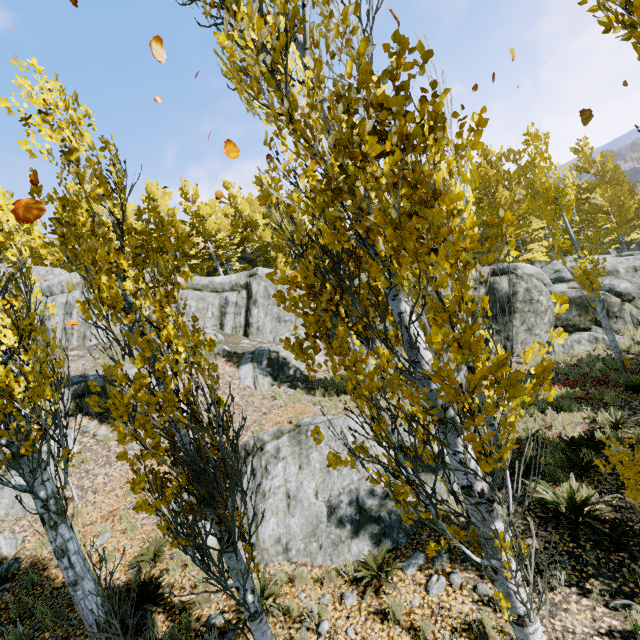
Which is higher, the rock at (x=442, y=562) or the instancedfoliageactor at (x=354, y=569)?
the instancedfoliageactor at (x=354, y=569)

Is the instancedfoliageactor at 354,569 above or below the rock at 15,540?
below

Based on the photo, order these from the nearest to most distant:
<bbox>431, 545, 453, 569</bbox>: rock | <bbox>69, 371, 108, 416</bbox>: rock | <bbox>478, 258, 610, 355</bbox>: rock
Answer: <bbox>431, 545, 453, 569</bbox>: rock, <bbox>69, 371, 108, 416</bbox>: rock, <bbox>478, 258, 610, 355</bbox>: rock

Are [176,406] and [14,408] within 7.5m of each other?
yes

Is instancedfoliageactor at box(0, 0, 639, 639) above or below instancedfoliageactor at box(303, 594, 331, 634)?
above

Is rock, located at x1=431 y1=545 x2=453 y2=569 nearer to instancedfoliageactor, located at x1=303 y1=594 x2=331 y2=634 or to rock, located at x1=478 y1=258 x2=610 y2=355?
rock, located at x1=478 y1=258 x2=610 y2=355

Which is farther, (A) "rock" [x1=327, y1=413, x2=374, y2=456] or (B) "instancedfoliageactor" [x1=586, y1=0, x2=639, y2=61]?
(A) "rock" [x1=327, y1=413, x2=374, y2=456]
